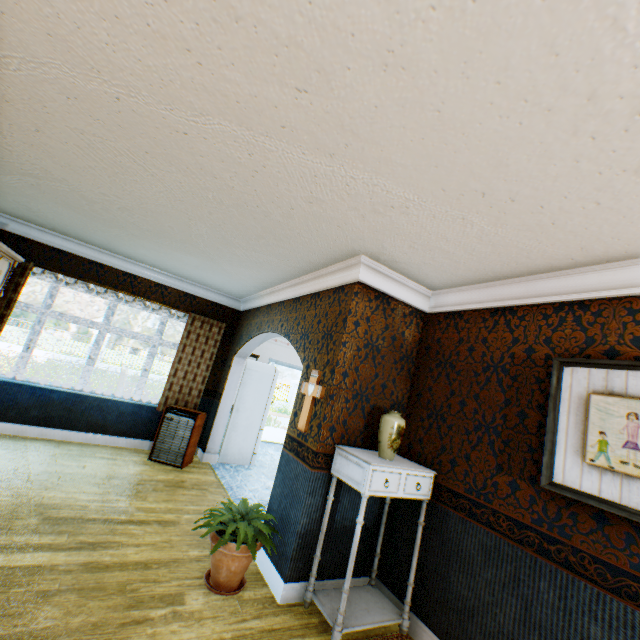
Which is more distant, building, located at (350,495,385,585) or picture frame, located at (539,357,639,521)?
building, located at (350,495,385,585)

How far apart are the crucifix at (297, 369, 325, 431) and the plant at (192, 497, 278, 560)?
0.8m

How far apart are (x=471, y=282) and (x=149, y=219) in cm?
359

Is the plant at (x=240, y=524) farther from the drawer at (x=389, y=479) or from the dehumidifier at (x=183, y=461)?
the dehumidifier at (x=183, y=461)

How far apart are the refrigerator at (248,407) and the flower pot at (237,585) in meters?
3.3 m

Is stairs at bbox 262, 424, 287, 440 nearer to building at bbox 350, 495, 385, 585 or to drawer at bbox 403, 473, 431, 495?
building at bbox 350, 495, 385, 585

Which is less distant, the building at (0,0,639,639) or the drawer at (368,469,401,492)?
the building at (0,0,639,639)

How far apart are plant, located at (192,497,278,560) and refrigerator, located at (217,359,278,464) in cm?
314
